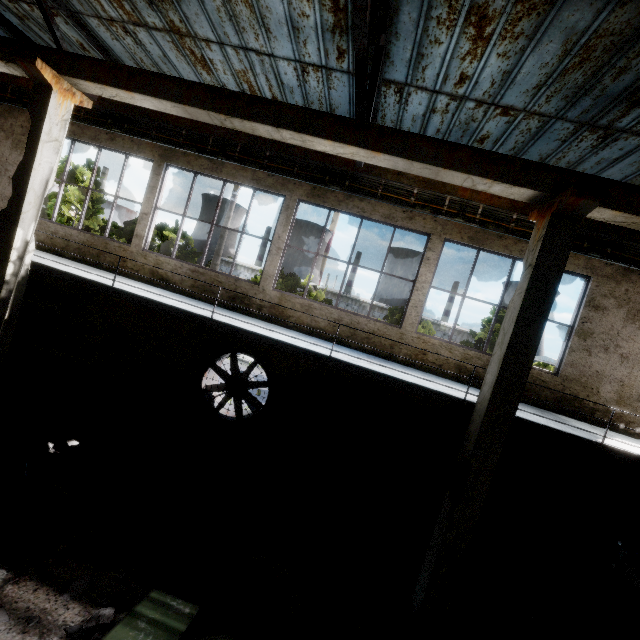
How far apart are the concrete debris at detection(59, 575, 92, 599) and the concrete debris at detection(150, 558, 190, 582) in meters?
0.5

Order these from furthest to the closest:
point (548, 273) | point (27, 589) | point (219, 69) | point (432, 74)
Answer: point (219, 69) < point (432, 74) < point (548, 273) < point (27, 589)

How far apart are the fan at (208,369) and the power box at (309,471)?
0.78m

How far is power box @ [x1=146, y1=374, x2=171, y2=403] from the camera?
9.3m

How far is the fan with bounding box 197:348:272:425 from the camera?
9.0 meters

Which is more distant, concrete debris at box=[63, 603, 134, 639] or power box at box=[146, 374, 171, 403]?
power box at box=[146, 374, 171, 403]

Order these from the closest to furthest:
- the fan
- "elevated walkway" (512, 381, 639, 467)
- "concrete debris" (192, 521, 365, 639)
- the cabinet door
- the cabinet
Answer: the cabinet < the cabinet door < "concrete debris" (192, 521, 365, 639) < "elevated walkway" (512, 381, 639, 467) < the fan

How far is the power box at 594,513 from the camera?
8.0 meters
